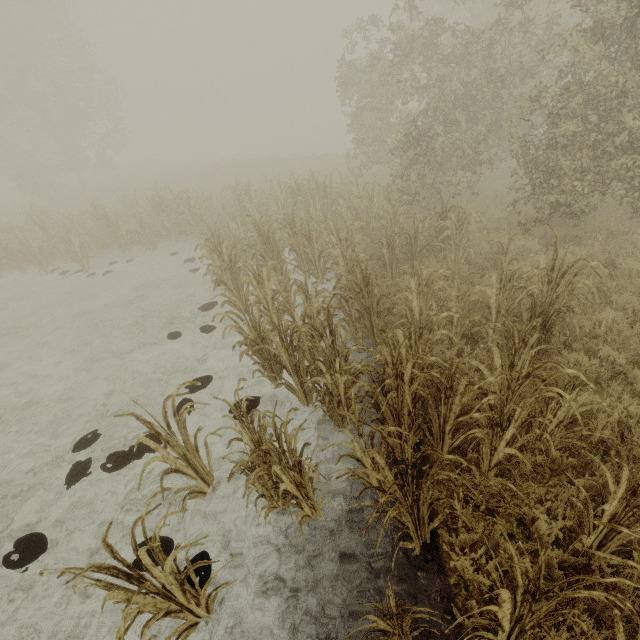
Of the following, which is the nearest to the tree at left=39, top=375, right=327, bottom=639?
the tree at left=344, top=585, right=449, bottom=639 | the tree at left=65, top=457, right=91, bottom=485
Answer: the tree at left=344, top=585, right=449, bottom=639

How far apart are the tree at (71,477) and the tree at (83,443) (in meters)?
0.22

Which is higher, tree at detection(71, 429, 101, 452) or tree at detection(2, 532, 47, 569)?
tree at detection(71, 429, 101, 452)

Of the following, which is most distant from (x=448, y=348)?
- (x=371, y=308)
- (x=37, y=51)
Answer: (x=37, y=51)

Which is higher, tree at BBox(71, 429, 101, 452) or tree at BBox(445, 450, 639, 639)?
tree at BBox(445, 450, 639, 639)

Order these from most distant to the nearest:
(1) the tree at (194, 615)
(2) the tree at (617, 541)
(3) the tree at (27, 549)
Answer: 1. (3) the tree at (27, 549)
2. (1) the tree at (194, 615)
3. (2) the tree at (617, 541)

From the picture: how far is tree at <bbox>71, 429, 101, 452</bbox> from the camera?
5.1m

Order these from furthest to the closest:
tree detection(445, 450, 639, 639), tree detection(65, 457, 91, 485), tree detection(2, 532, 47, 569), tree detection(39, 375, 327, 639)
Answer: tree detection(65, 457, 91, 485) < tree detection(2, 532, 47, 569) < tree detection(39, 375, 327, 639) < tree detection(445, 450, 639, 639)
